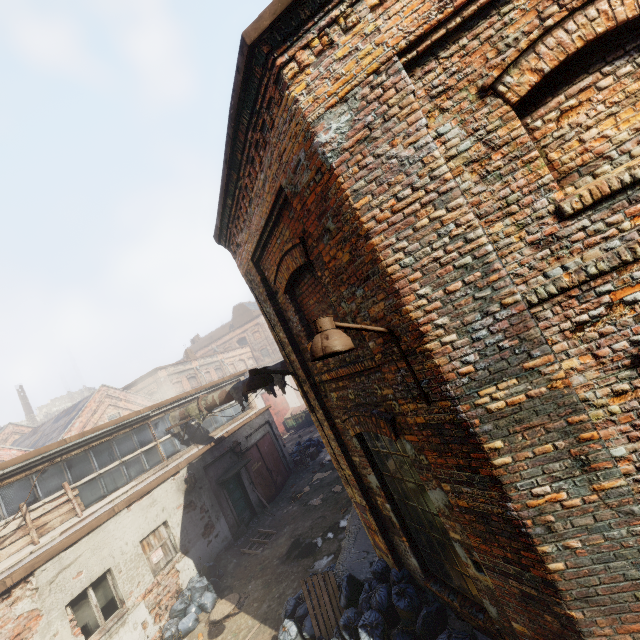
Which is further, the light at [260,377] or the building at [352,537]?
the building at [352,537]

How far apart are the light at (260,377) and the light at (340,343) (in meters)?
2.86

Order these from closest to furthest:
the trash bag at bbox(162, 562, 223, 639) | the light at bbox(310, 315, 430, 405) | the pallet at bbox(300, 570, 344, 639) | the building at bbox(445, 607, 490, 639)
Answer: the light at bbox(310, 315, 430, 405), the building at bbox(445, 607, 490, 639), the pallet at bbox(300, 570, 344, 639), the trash bag at bbox(162, 562, 223, 639)

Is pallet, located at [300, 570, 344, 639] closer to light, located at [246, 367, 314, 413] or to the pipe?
light, located at [246, 367, 314, 413]

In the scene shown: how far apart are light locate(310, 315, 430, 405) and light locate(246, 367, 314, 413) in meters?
2.9

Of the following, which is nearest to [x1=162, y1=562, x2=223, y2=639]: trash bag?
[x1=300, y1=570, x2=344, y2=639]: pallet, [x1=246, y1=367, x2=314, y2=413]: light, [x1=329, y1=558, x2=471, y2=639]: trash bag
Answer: [x1=329, y1=558, x2=471, y2=639]: trash bag

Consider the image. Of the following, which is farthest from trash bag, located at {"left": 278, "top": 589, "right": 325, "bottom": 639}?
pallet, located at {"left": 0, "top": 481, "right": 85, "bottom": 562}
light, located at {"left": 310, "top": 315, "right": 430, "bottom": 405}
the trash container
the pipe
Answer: the trash container

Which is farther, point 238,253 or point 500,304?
point 238,253
